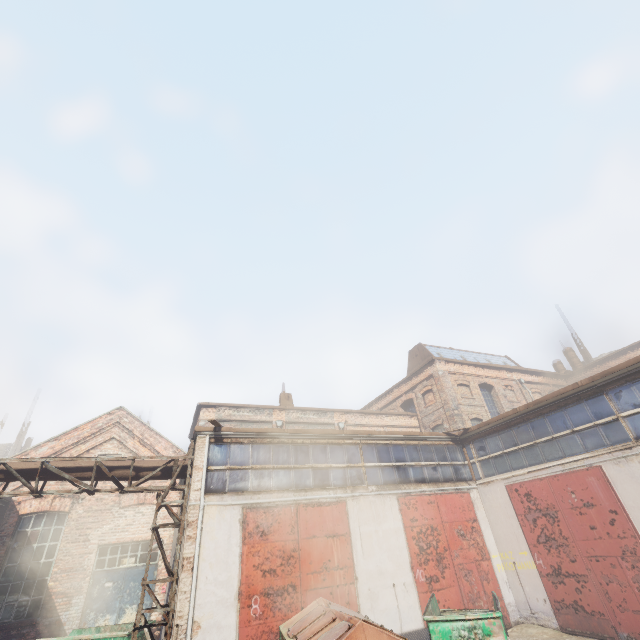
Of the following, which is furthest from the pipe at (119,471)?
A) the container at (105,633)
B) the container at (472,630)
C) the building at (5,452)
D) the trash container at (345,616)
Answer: the building at (5,452)

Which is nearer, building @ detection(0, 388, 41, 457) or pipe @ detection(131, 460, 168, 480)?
pipe @ detection(131, 460, 168, 480)

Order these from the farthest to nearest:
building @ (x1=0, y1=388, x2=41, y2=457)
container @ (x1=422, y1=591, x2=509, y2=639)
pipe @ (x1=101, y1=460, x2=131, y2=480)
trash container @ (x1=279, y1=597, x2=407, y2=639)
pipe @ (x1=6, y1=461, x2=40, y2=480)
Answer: building @ (x1=0, y1=388, x2=41, y2=457) < pipe @ (x1=101, y1=460, x2=131, y2=480) < pipe @ (x1=6, y1=461, x2=40, y2=480) < container @ (x1=422, y1=591, x2=509, y2=639) < trash container @ (x1=279, y1=597, x2=407, y2=639)

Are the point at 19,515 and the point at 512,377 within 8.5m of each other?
no

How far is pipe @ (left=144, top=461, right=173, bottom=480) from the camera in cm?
1089

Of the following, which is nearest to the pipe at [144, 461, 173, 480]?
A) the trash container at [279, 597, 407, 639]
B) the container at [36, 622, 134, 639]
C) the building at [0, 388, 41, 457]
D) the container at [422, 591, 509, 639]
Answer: the container at [36, 622, 134, 639]

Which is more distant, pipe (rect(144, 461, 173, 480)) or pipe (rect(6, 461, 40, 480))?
pipe (rect(144, 461, 173, 480))
